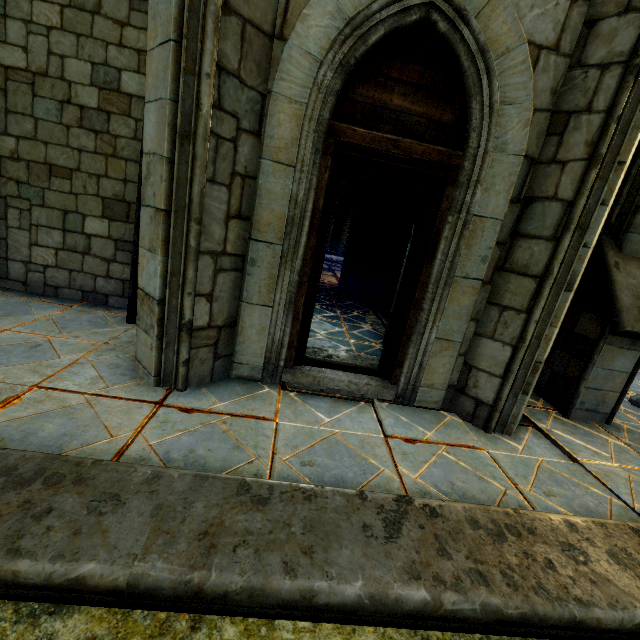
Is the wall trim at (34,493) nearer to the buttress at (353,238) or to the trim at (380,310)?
the trim at (380,310)

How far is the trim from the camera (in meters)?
7.52

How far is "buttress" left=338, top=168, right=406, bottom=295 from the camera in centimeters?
1002cm

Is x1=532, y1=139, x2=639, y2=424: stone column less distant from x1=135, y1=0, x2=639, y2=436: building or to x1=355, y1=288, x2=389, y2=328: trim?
x1=135, y1=0, x2=639, y2=436: building

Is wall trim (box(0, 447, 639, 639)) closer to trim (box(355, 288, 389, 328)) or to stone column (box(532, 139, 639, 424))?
stone column (box(532, 139, 639, 424))

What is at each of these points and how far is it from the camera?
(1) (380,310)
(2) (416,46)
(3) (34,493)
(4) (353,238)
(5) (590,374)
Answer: (1) trim, 8.41m
(2) building, 2.99m
(3) wall trim, 1.81m
(4) buttress, 10.53m
(5) stone column, 4.21m

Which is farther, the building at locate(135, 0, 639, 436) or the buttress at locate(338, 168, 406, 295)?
the buttress at locate(338, 168, 406, 295)

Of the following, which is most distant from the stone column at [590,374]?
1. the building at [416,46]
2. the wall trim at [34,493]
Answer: the wall trim at [34,493]
